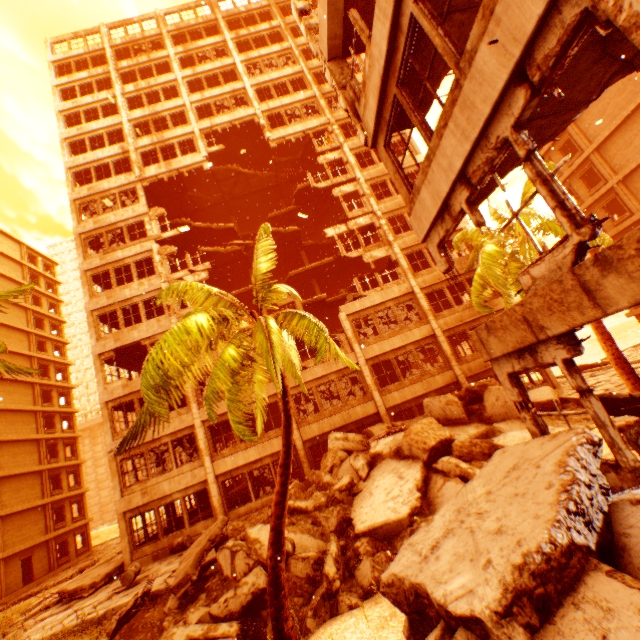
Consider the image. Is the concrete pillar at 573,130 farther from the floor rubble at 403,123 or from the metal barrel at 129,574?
the metal barrel at 129,574

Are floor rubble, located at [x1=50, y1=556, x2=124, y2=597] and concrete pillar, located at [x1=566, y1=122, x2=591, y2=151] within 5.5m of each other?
no

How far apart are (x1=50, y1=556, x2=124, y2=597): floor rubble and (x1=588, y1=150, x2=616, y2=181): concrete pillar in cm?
4011

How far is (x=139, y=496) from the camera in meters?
17.1 m

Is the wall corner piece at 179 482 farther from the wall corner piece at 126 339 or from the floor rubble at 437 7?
the floor rubble at 437 7

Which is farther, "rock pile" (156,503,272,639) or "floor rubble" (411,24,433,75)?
"rock pile" (156,503,272,639)

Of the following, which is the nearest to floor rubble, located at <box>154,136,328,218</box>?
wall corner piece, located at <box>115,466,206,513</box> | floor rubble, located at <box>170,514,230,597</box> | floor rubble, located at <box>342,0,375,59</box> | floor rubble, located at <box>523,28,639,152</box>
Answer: wall corner piece, located at <box>115,466,206,513</box>

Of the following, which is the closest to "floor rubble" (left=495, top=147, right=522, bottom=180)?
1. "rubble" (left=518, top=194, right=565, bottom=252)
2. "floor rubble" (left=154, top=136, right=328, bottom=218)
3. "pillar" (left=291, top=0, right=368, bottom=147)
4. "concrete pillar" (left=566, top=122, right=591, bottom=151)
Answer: "pillar" (left=291, top=0, right=368, bottom=147)
